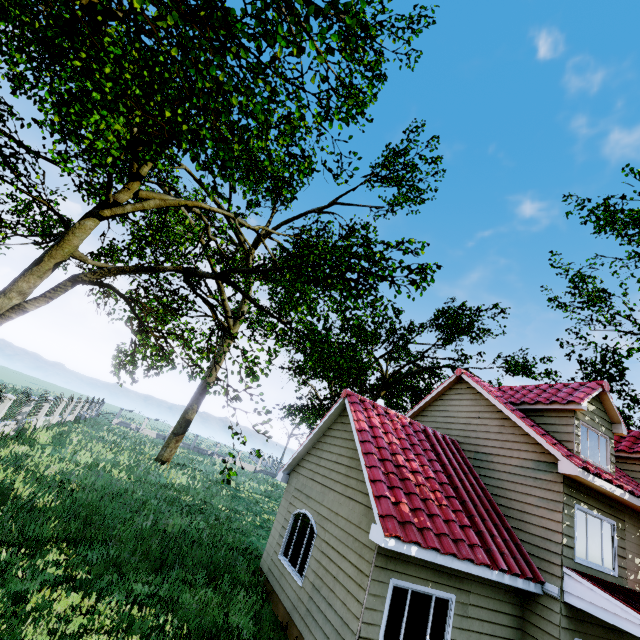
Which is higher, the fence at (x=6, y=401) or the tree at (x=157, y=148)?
the tree at (x=157, y=148)

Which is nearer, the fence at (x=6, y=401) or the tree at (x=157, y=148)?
the tree at (x=157, y=148)

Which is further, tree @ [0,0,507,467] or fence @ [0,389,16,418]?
fence @ [0,389,16,418]

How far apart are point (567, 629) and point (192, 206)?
15.9m

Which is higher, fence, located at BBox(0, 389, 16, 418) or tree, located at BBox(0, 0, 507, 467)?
tree, located at BBox(0, 0, 507, 467)
